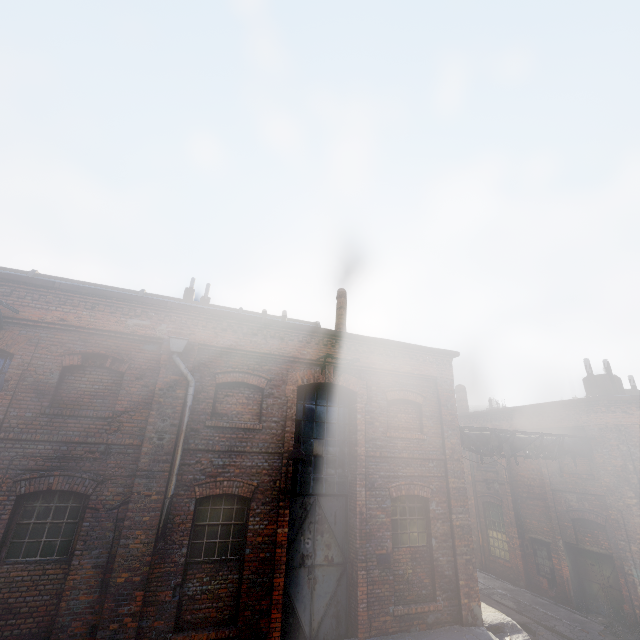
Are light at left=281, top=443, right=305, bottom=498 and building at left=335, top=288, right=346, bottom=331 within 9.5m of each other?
yes

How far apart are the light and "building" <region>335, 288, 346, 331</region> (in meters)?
5.83

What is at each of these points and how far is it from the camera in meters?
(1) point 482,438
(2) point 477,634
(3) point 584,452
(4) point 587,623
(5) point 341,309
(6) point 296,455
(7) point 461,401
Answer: (1) pipe, 11.6 m
(2) building, 8.0 m
(3) pipe, 13.1 m
(4) curb, 11.7 m
(5) building, 14.1 m
(6) light, 7.5 m
(7) building, 22.2 m

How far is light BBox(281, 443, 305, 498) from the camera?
7.55m

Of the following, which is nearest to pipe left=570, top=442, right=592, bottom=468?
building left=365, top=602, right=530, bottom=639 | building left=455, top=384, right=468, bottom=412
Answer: building left=455, top=384, right=468, bottom=412

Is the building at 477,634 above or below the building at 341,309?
below

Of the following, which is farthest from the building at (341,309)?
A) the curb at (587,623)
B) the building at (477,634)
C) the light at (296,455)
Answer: the curb at (587,623)

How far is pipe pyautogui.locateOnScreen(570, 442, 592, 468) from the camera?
13.1 meters
